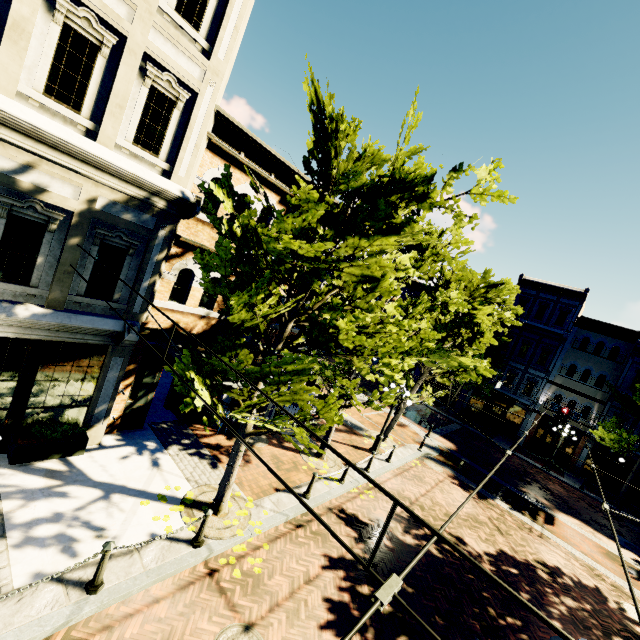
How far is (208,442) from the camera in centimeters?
1116cm

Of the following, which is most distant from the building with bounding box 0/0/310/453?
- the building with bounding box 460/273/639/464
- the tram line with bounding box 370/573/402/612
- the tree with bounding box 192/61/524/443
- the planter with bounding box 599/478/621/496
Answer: the planter with bounding box 599/478/621/496

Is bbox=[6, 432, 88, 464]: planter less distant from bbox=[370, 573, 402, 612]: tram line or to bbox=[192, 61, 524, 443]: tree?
bbox=[192, 61, 524, 443]: tree

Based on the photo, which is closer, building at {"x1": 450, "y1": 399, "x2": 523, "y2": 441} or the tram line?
the tram line

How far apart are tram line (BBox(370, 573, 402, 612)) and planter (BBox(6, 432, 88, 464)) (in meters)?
9.23

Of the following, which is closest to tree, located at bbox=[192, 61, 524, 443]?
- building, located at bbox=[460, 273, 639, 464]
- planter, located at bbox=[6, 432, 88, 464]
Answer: building, located at bbox=[460, 273, 639, 464]

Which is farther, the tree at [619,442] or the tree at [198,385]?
the tree at [619,442]

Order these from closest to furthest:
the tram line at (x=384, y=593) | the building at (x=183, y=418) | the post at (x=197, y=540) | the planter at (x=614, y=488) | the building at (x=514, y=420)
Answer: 1. the tram line at (x=384, y=593)
2. the post at (x=197, y=540)
3. the building at (x=183, y=418)
4. the planter at (x=614, y=488)
5. the building at (x=514, y=420)
